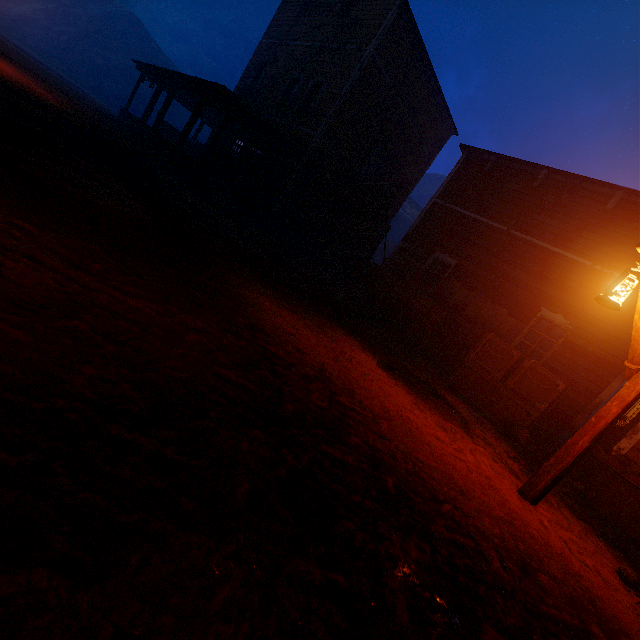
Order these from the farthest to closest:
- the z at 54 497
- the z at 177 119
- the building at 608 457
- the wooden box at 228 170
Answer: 1. the z at 177 119
2. the wooden box at 228 170
3. the building at 608 457
4. the z at 54 497

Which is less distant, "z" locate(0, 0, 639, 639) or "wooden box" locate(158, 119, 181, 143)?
"z" locate(0, 0, 639, 639)

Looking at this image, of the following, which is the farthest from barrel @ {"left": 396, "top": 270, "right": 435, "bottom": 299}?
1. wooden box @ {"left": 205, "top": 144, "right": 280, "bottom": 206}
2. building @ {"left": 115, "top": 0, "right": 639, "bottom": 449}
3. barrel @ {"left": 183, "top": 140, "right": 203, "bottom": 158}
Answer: barrel @ {"left": 183, "top": 140, "right": 203, "bottom": 158}

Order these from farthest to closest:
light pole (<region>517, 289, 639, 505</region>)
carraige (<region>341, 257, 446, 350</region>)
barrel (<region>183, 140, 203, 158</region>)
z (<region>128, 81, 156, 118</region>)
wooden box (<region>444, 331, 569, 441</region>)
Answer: z (<region>128, 81, 156, 118</region>) → barrel (<region>183, 140, 203, 158</region>) → carraige (<region>341, 257, 446, 350</region>) → wooden box (<region>444, 331, 569, 441</region>) → light pole (<region>517, 289, 639, 505</region>)

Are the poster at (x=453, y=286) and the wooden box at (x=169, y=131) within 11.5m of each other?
no

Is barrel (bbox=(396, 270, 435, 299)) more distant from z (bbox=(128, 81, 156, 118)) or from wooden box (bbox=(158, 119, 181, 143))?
wooden box (bbox=(158, 119, 181, 143))

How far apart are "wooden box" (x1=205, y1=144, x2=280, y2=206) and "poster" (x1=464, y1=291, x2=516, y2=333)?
9.7m

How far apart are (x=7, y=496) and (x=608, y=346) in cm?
1144
